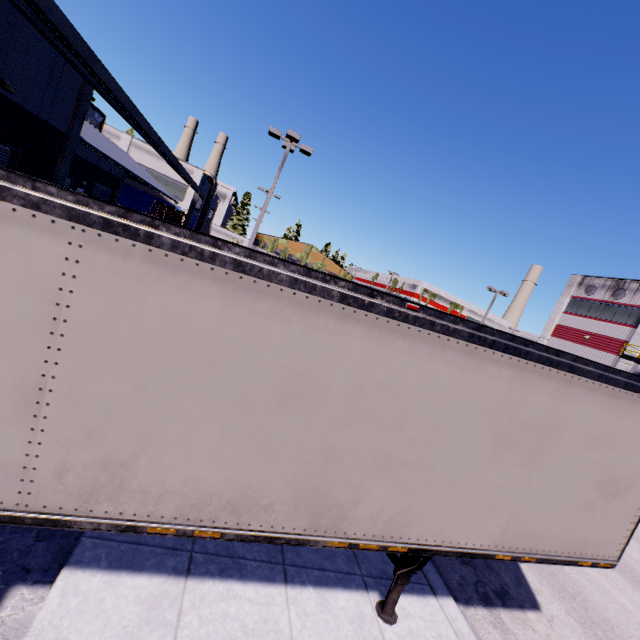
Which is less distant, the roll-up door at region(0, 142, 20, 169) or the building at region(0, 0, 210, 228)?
the building at region(0, 0, 210, 228)

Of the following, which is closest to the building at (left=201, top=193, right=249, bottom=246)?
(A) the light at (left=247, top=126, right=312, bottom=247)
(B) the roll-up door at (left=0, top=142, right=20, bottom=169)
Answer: (B) the roll-up door at (left=0, top=142, right=20, bottom=169)

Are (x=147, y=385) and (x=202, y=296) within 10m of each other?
yes

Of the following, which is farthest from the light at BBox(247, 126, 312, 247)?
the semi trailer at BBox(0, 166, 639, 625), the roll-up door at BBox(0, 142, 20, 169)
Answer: the roll-up door at BBox(0, 142, 20, 169)

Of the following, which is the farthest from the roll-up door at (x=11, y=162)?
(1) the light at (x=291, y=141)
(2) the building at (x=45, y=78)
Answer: (1) the light at (x=291, y=141)

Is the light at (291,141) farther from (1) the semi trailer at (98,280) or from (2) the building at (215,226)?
(2) the building at (215,226)

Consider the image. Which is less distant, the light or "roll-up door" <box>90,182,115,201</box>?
the light
